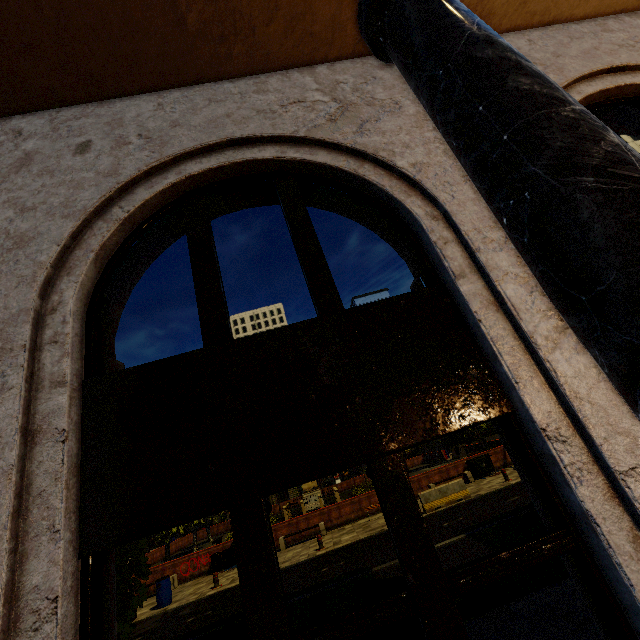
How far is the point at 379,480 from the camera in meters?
1.8 m

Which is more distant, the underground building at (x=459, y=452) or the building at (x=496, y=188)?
the underground building at (x=459, y=452)

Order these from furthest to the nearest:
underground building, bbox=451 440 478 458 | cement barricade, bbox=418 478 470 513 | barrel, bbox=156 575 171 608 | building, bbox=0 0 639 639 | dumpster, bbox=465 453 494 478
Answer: underground building, bbox=451 440 478 458
dumpster, bbox=465 453 494 478
cement barricade, bbox=418 478 470 513
barrel, bbox=156 575 171 608
building, bbox=0 0 639 639

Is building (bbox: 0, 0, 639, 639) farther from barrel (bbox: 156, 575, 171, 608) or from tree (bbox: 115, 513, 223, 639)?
barrel (bbox: 156, 575, 171, 608)

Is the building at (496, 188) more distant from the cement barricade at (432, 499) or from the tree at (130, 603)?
the cement barricade at (432, 499)

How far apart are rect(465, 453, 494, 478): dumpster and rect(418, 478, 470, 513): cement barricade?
4.4 meters

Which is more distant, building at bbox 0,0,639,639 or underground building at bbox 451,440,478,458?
underground building at bbox 451,440,478,458

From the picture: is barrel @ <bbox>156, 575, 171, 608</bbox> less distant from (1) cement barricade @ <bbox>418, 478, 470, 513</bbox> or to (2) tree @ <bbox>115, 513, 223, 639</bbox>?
(2) tree @ <bbox>115, 513, 223, 639</bbox>
